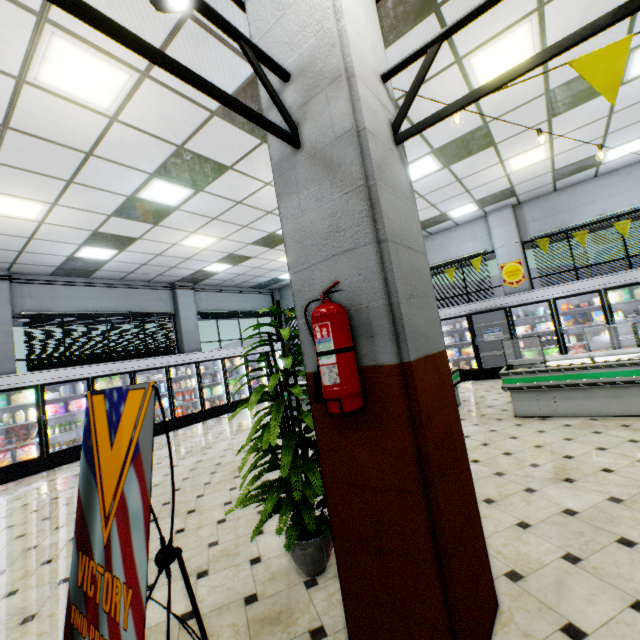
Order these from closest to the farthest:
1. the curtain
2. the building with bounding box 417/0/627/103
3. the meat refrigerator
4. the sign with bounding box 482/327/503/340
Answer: the building with bounding box 417/0/627/103, the meat refrigerator, the curtain, the sign with bounding box 482/327/503/340

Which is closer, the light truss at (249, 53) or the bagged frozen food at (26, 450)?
the light truss at (249, 53)

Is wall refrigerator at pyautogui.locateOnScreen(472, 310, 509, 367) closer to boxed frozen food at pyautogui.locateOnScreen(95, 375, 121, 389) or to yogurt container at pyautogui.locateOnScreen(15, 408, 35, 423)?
boxed frozen food at pyautogui.locateOnScreen(95, 375, 121, 389)

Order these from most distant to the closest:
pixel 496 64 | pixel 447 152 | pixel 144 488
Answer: pixel 447 152 → pixel 496 64 → pixel 144 488

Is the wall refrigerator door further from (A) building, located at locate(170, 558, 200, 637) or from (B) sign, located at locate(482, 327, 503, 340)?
(B) sign, located at locate(482, 327, 503, 340)

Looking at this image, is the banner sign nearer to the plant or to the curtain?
the plant

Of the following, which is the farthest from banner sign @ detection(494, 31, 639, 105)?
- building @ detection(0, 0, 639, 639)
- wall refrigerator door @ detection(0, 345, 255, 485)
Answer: wall refrigerator door @ detection(0, 345, 255, 485)

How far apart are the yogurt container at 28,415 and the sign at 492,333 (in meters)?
11.78
